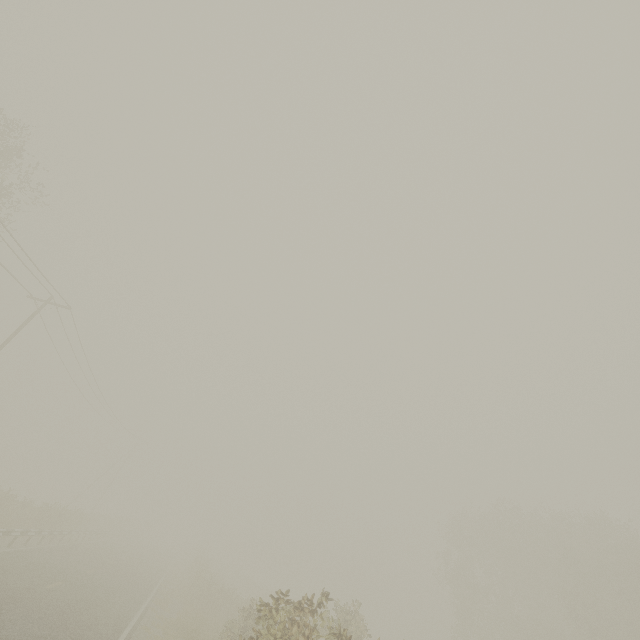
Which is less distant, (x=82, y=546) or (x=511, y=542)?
(x=82, y=546)
